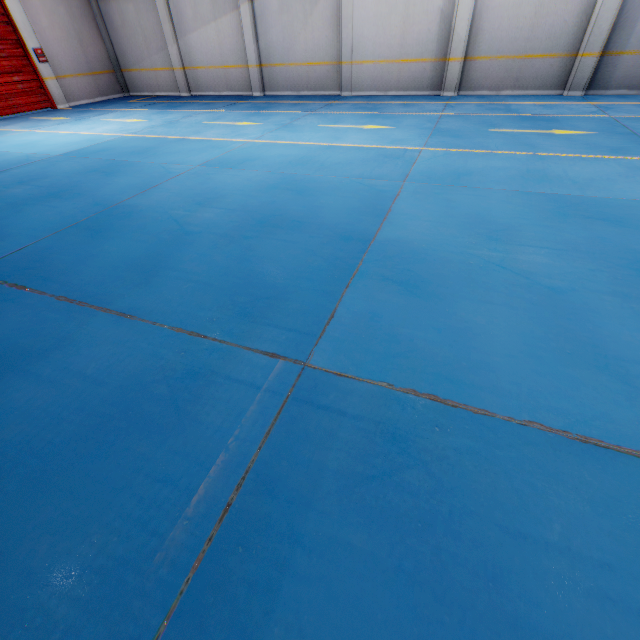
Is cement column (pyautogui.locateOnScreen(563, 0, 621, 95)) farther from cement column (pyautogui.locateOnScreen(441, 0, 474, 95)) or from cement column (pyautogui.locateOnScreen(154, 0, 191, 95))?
cement column (pyautogui.locateOnScreen(154, 0, 191, 95))

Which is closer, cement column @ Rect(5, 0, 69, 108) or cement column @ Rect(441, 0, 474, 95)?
cement column @ Rect(441, 0, 474, 95)

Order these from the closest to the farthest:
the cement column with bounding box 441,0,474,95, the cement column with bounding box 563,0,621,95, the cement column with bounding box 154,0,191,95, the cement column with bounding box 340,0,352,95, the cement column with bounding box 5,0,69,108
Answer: the cement column with bounding box 563,0,621,95
the cement column with bounding box 441,0,474,95
the cement column with bounding box 340,0,352,95
the cement column with bounding box 5,0,69,108
the cement column with bounding box 154,0,191,95

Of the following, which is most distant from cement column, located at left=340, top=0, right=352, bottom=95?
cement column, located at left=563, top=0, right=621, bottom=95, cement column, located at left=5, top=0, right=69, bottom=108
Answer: cement column, located at left=563, top=0, right=621, bottom=95

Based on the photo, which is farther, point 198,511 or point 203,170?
point 203,170

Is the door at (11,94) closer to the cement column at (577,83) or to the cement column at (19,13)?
the cement column at (19,13)

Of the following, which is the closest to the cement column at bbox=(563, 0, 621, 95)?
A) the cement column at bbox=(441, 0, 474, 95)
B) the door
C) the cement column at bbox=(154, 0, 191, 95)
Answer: the cement column at bbox=(441, 0, 474, 95)

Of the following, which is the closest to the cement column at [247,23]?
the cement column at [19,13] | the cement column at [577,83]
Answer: the cement column at [19,13]
